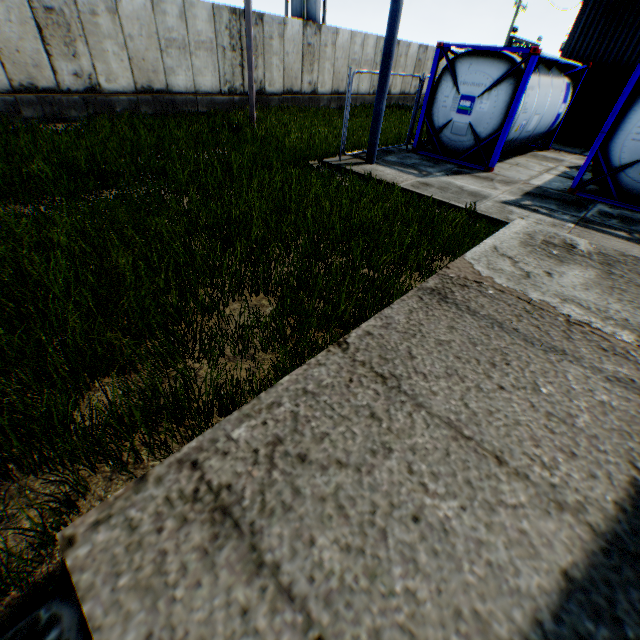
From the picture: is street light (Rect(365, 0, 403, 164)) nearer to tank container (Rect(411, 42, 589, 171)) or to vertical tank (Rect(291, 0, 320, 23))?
tank container (Rect(411, 42, 589, 171))

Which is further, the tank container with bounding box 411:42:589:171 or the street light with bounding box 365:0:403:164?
the tank container with bounding box 411:42:589:171

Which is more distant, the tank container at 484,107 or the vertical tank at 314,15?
the vertical tank at 314,15

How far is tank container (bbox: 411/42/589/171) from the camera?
9.2 meters

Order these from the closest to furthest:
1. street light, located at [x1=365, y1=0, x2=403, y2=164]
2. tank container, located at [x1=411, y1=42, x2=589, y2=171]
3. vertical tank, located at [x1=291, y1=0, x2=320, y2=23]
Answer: street light, located at [x1=365, y1=0, x2=403, y2=164]
tank container, located at [x1=411, y1=42, x2=589, y2=171]
vertical tank, located at [x1=291, y1=0, x2=320, y2=23]

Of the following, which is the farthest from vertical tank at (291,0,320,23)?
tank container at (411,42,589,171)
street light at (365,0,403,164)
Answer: street light at (365,0,403,164)

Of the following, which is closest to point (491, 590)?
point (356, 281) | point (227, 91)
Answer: point (356, 281)

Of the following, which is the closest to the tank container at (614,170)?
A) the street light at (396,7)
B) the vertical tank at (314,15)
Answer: the street light at (396,7)
